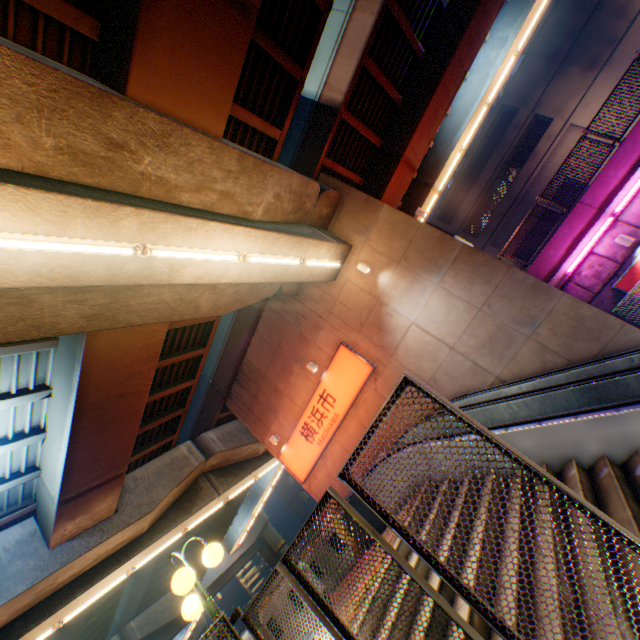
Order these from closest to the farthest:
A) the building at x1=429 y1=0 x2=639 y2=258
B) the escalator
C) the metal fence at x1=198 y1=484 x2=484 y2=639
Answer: the metal fence at x1=198 y1=484 x2=484 y2=639
the escalator
the building at x1=429 y1=0 x2=639 y2=258

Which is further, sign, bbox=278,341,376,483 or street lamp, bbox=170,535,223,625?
sign, bbox=278,341,376,483

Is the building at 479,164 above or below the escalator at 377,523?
above

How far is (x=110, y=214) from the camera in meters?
5.1

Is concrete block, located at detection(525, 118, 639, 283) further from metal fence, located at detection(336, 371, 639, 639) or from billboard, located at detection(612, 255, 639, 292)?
billboard, located at detection(612, 255, 639, 292)

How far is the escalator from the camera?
7.58m

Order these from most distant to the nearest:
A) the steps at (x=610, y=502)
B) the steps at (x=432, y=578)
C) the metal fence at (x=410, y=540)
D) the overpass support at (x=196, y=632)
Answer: the overpass support at (x=196, y=632) < the steps at (x=610, y=502) < the steps at (x=432, y=578) < the metal fence at (x=410, y=540)

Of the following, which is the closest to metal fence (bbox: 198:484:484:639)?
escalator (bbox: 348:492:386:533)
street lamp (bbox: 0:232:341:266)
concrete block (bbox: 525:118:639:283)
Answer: concrete block (bbox: 525:118:639:283)
